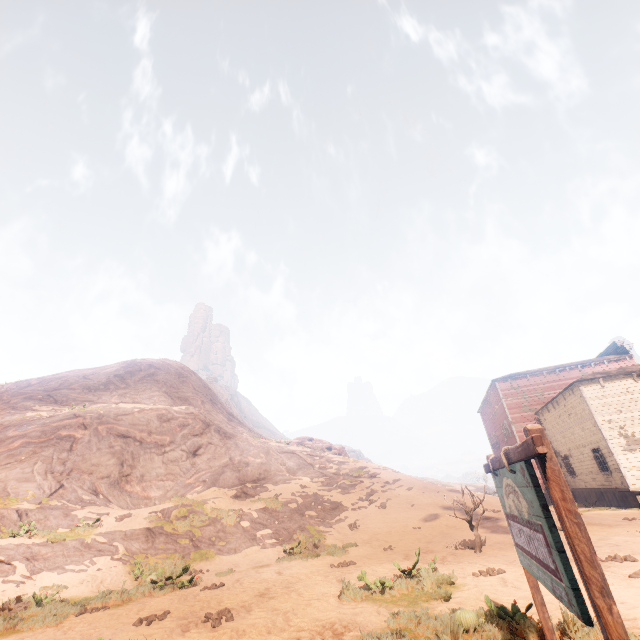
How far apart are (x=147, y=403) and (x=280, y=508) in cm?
2384

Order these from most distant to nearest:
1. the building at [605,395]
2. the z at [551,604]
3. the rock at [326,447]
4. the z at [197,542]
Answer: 1. the rock at [326,447]
2. the building at [605,395]
3. the z at [197,542]
4. the z at [551,604]

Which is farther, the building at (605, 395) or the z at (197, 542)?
the building at (605, 395)

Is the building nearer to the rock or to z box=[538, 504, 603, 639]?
z box=[538, 504, 603, 639]

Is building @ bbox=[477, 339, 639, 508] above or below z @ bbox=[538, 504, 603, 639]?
above

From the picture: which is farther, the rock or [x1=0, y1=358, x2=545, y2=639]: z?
the rock

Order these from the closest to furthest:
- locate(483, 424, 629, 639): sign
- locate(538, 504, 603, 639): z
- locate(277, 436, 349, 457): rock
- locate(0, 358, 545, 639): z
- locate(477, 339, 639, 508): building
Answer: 1. locate(483, 424, 629, 639): sign
2. locate(538, 504, 603, 639): z
3. locate(0, 358, 545, 639): z
4. locate(477, 339, 639, 508): building
5. locate(277, 436, 349, 457): rock
